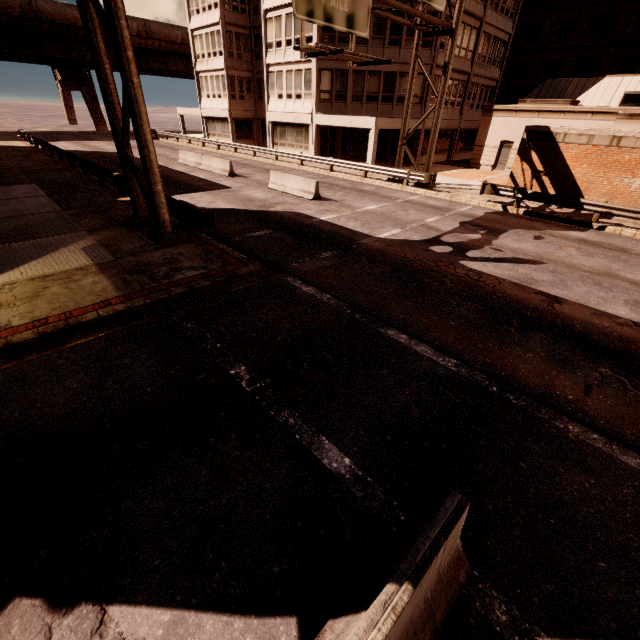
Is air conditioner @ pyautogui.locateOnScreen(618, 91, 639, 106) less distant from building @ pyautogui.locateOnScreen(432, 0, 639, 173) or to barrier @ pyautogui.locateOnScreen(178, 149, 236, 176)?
building @ pyautogui.locateOnScreen(432, 0, 639, 173)

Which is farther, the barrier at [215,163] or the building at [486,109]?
the building at [486,109]

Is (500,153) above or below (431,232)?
above

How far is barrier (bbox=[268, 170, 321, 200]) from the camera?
17.3 meters

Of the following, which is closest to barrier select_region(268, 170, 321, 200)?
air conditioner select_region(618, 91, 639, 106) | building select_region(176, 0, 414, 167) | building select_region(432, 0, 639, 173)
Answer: building select_region(176, 0, 414, 167)

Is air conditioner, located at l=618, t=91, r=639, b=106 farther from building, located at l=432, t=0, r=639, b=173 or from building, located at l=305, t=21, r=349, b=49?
building, located at l=305, t=21, r=349, b=49

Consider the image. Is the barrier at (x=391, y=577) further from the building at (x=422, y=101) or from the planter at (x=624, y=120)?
the building at (x=422, y=101)

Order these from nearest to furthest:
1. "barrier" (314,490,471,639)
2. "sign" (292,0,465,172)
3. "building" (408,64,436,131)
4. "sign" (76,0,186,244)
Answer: "barrier" (314,490,471,639) → "sign" (76,0,186,244) → "sign" (292,0,465,172) → "building" (408,64,436,131)
